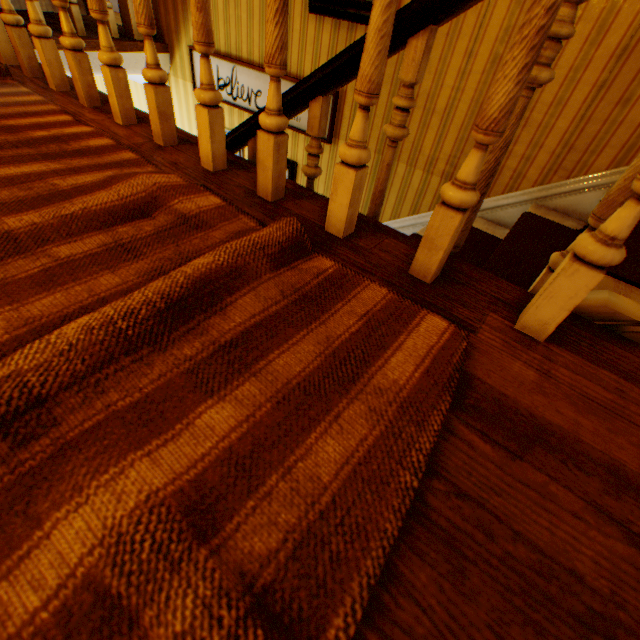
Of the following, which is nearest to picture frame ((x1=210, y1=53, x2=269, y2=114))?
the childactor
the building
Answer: the building

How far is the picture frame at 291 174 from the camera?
3.4m

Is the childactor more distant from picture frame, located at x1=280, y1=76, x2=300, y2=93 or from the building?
picture frame, located at x1=280, y1=76, x2=300, y2=93

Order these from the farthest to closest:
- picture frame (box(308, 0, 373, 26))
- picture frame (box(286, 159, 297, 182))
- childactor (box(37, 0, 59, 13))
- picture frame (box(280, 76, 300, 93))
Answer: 1. childactor (box(37, 0, 59, 13))
2. picture frame (box(286, 159, 297, 182))
3. picture frame (box(280, 76, 300, 93))
4. picture frame (box(308, 0, 373, 26))

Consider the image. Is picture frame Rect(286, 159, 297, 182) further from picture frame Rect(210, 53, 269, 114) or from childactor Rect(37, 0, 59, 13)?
childactor Rect(37, 0, 59, 13)

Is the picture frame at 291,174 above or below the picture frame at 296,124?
below

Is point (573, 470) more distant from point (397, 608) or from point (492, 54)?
point (492, 54)

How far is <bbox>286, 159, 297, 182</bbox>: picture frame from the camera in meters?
3.4 m
